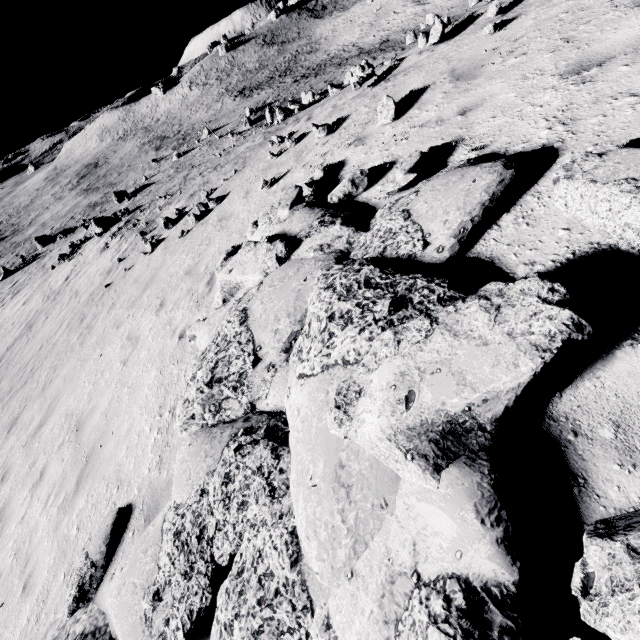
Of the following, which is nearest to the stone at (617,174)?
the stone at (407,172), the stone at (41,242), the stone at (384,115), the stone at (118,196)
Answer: the stone at (407,172)

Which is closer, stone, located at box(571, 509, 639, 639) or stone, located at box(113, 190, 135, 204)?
stone, located at box(571, 509, 639, 639)

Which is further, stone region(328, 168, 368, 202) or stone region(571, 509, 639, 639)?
stone region(328, 168, 368, 202)

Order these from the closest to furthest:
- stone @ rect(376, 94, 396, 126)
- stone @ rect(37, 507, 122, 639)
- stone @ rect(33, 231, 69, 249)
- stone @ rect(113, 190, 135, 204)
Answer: stone @ rect(37, 507, 122, 639) → stone @ rect(376, 94, 396, 126) → stone @ rect(113, 190, 135, 204) → stone @ rect(33, 231, 69, 249)

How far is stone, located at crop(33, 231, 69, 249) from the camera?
36.7m

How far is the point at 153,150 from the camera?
57.4m

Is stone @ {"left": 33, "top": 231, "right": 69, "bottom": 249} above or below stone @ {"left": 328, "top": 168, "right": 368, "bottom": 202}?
below

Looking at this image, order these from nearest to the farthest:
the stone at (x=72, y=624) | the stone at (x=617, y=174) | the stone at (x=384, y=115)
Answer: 1. the stone at (x=617, y=174)
2. the stone at (x=72, y=624)
3. the stone at (x=384, y=115)
